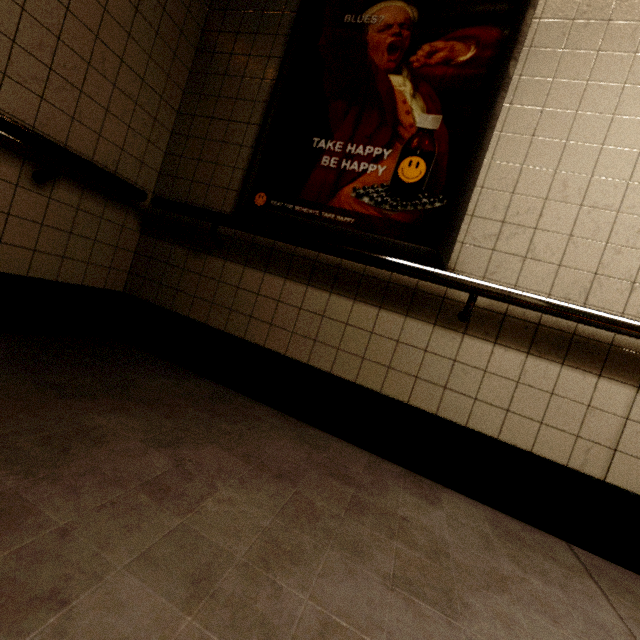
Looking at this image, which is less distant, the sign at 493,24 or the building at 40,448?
the building at 40,448

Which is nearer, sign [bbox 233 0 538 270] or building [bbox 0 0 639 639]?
building [bbox 0 0 639 639]

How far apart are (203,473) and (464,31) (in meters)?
2.40
